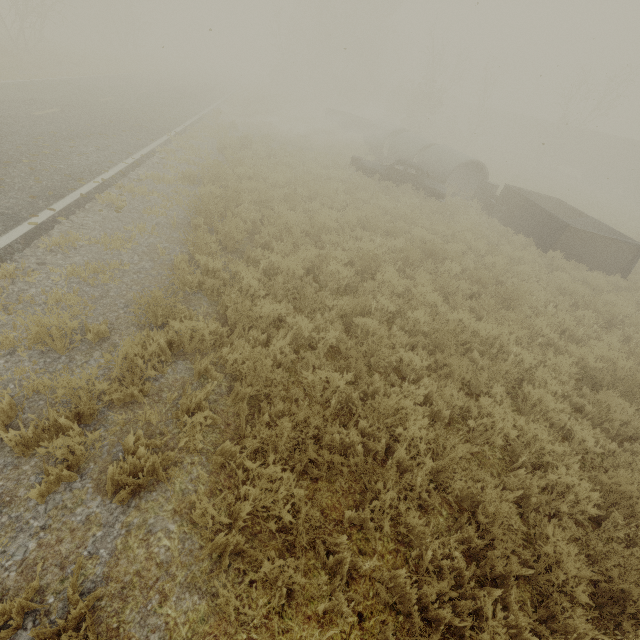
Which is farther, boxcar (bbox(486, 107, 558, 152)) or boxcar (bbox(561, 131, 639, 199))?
boxcar (bbox(486, 107, 558, 152))

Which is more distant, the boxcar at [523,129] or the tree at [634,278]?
→ the boxcar at [523,129]

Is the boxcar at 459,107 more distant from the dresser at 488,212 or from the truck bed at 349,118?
the dresser at 488,212

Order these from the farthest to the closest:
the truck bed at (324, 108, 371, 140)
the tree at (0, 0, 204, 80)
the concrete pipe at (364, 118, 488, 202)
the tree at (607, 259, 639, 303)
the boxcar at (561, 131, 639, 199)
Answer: the boxcar at (561, 131, 639, 199), the truck bed at (324, 108, 371, 140), the tree at (0, 0, 204, 80), the concrete pipe at (364, 118, 488, 202), the tree at (607, 259, 639, 303)

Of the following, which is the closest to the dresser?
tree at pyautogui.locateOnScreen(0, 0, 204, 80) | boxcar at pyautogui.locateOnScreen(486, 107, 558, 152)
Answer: tree at pyautogui.locateOnScreen(0, 0, 204, 80)

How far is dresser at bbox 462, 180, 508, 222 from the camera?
14.8 meters

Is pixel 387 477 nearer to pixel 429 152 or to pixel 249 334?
pixel 249 334

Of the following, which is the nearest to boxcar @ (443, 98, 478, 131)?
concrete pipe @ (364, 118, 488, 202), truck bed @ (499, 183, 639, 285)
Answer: concrete pipe @ (364, 118, 488, 202)
